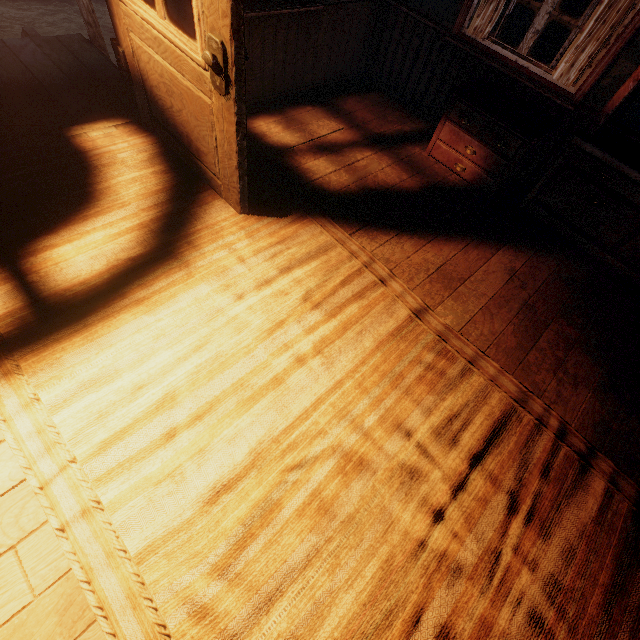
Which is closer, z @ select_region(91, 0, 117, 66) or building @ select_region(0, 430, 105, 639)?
building @ select_region(0, 430, 105, 639)

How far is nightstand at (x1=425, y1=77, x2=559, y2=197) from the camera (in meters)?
3.10

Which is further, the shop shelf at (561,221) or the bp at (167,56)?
the shop shelf at (561,221)

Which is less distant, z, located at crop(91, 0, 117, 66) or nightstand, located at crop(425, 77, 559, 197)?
nightstand, located at crop(425, 77, 559, 197)

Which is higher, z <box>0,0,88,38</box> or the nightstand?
the nightstand

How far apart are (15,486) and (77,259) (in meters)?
1.42

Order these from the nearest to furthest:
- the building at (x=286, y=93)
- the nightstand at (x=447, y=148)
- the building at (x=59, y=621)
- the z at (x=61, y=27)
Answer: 1. the building at (x=59, y=621)
2. the building at (x=286, y=93)
3. the nightstand at (x=447, y=148)
4. the z at (x=61, y=27)

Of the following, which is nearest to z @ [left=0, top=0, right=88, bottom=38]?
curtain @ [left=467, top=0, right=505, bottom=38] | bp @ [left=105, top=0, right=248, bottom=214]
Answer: bp @ [left=105, top=0, right=248, bottom=214]
